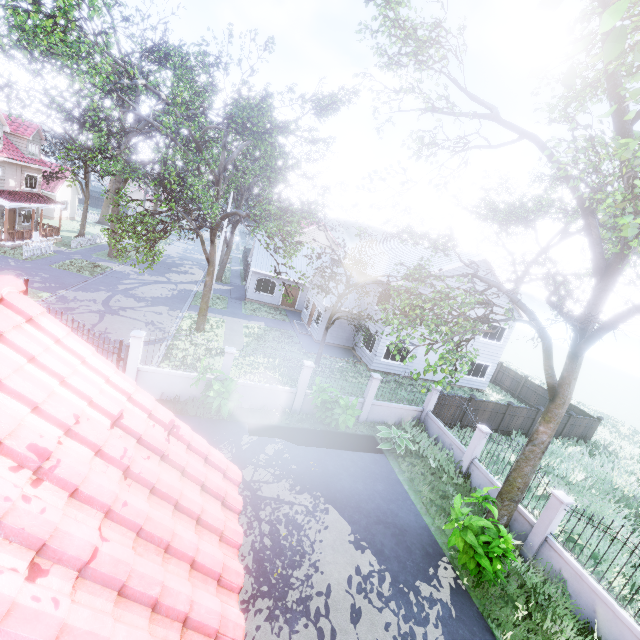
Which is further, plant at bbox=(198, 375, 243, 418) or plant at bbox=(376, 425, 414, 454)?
plant at bbox=(376, 425, 414, 454)

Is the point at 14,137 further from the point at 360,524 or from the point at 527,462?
the point at 527,462

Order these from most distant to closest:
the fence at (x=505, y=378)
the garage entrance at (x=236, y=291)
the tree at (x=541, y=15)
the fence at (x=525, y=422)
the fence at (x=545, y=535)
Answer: the garage entrance at (x=236, y=291)
the fence at (x=505, y=378)
the fence at (x=525, y=422)
the fence at (x=545, y=535)
the tree at (x=541, y=15)

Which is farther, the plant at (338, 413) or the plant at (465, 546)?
the plant at (338, 413)

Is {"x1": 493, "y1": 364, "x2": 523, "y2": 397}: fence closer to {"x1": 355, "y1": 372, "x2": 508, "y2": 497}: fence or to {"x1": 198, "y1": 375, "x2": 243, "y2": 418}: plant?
{"x1": 355, "y1": 372, "x2": 508, "y2": 497}: fence

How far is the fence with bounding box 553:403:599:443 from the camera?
19.00m

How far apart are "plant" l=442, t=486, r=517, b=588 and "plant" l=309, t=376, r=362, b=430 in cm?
452

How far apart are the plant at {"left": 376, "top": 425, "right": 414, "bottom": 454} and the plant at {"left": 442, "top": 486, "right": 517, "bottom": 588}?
3.57m
